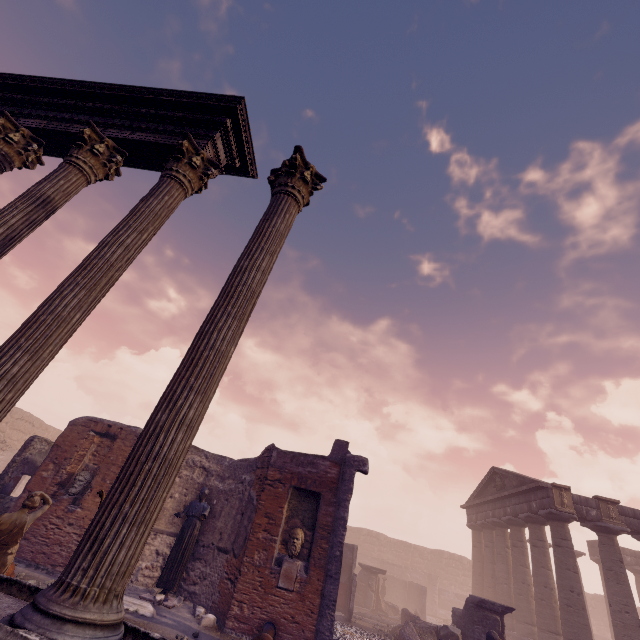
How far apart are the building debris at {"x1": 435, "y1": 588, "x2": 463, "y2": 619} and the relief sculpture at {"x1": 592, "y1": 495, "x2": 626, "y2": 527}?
19.8 meters

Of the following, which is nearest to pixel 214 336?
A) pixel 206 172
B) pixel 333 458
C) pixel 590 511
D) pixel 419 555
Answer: pixel 206 172

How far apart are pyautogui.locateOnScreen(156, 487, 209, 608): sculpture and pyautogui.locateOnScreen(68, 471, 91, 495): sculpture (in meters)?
3.13

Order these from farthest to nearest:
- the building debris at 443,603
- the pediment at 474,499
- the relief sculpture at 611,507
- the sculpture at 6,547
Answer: the building debris at 443,603, the pediment at 474,499, the relief sculpture at 611,507, the sculpture at 6,547

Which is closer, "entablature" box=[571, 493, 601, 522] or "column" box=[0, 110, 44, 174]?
"column" box=[0, 110, 44, 174]

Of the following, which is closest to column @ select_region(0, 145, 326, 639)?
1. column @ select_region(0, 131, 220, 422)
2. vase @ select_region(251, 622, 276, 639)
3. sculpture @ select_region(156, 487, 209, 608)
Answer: column @ select_region(0, 131, 220, 422)

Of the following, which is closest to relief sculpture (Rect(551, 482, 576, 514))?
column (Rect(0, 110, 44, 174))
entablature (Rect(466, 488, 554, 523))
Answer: entablature (Rect(466, 488, 554, 523))

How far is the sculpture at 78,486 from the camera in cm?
976
